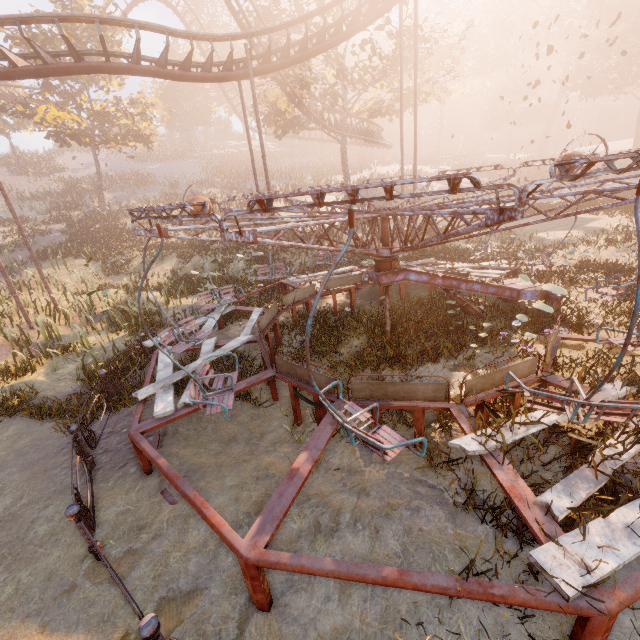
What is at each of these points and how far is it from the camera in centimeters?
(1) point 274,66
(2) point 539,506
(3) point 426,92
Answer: (1) roller coaster, 1382cm
(2) merry-go-round, 343cm
(3) tree, 2353cm

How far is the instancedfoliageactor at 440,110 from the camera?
46.4 meters

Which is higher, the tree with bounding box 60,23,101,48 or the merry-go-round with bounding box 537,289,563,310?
the tree with bounding box 60,23,101,48

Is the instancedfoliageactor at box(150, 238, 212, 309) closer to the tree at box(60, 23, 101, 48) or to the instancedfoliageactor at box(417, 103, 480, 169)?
the tree at box(60, 23, 101, 48)

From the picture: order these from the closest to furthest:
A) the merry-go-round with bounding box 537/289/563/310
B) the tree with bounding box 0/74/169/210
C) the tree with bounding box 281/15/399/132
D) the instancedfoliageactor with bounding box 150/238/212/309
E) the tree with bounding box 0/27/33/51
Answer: the merry-go-round with bounding box 537/289/563/310 < the instancedfoliageactor with bounding box 150/238/212/309 < the tree with bounding box 281/15/399/132 < the tree with bounding box 0/27/33/51 < the tree with bounding box 0/74/169/210

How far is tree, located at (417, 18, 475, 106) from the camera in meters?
20.8 m

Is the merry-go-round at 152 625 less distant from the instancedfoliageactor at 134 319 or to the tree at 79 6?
the instancedfoliageactor at 134 319

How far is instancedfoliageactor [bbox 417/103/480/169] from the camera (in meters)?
46.38
